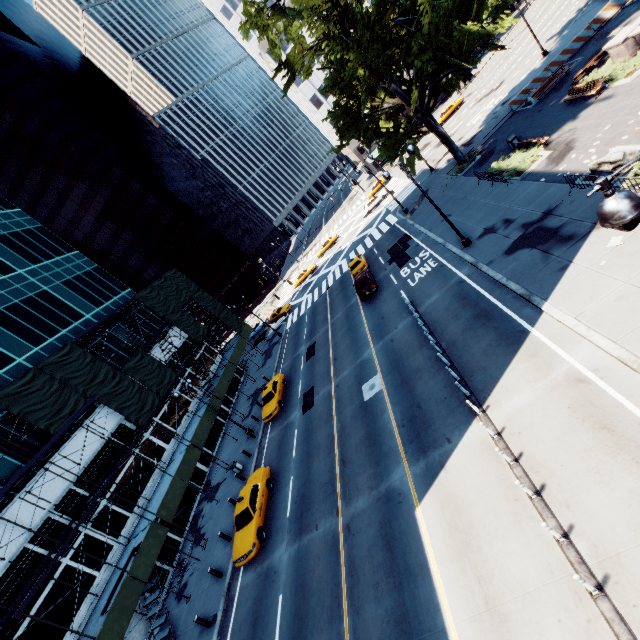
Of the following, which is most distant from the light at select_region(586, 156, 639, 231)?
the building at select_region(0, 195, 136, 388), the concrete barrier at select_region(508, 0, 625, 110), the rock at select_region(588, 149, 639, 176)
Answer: the concrete barrier at select_region(508, 0, 625, 110)

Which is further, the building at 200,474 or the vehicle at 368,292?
the building at 200,474

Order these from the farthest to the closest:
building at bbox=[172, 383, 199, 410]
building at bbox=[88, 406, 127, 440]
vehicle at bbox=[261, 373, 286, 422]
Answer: building at bbox=[172, 383, 199, 410] < vehicle at bbox=[261, 373, 286, 422] < building at bbox=[88, 406, 127, 440]

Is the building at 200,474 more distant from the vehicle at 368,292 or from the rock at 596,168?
the rock at 596,168

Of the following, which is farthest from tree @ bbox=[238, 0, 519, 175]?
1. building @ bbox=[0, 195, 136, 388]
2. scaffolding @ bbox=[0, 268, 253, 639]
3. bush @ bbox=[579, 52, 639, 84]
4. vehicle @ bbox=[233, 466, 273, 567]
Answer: building @ bbox=[0, 195, 136, 388]

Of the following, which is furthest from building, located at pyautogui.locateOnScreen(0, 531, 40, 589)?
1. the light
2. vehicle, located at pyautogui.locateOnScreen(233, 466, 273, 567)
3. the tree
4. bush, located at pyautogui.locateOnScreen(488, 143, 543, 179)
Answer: bush, located at pyautogui.locateOnScreen(488, 143, 543, 179)

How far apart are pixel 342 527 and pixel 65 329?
29.8m

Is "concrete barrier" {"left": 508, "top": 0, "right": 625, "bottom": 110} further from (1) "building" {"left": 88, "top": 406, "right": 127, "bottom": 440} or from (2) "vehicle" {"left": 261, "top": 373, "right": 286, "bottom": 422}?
(1) "building" {"left": 88, "top": 406, "right": 127, "bottom": 440}
